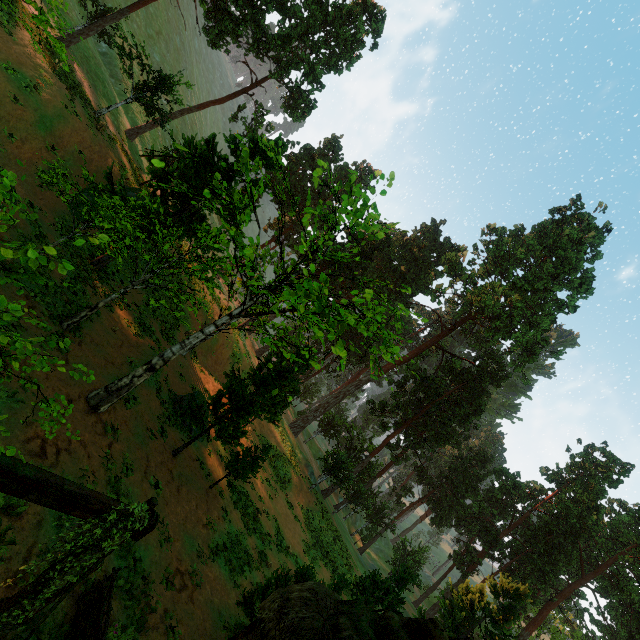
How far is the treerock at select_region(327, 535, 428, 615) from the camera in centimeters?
1809cm

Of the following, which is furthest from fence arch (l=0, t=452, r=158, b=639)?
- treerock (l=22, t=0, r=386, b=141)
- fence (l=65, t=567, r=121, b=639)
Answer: fence (l=65, t=567, r=121, b=639)

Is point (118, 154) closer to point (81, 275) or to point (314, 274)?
point (81, 275)

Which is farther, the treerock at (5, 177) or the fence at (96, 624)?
the fence at (96, 624)

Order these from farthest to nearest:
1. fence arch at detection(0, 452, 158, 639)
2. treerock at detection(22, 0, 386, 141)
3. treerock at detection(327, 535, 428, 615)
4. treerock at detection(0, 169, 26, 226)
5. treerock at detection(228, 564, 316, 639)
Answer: treerock at detection(22, 0, 386, 141)
treerock at detection(327, 535, 428, 615)
treerock at detection(228, 564, 316, 639)
fence arch at detection(0, 452, 158, 639)
treerock at detection(0, 169, 26, 226)

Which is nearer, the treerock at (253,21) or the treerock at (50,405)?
the treerock at (50,405)

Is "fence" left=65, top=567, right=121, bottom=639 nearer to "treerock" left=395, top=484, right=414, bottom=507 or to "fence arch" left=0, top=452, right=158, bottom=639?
"treerock" left=395, top=484, right=414, bottom=507
